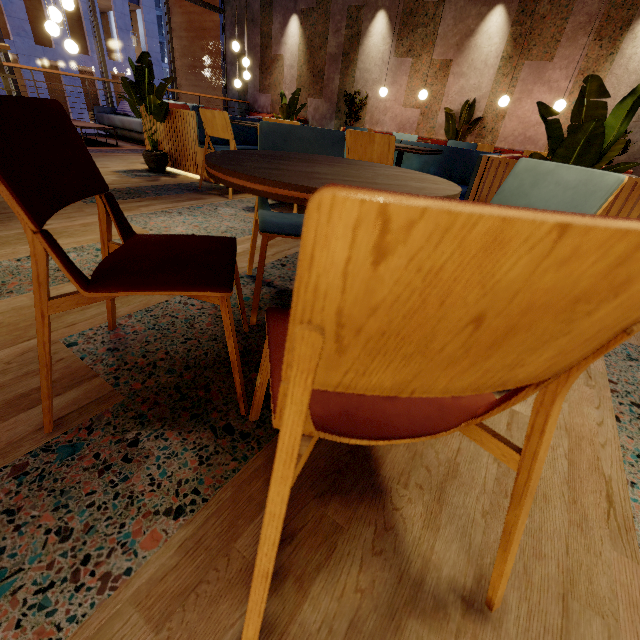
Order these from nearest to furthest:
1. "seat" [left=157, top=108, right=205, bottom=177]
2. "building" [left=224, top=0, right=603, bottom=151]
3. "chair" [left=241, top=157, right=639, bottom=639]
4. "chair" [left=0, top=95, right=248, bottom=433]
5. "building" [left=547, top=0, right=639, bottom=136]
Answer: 1. "chair" [left=241, top=157, right=639, bottom=639]
2. "chair" [left=0, top=95, right=248, bottom=433]
3. "seat" [left=157, top=108, right=205, bottom=177]
4. "building" [left=547, top=0, right=639, bottom=136]
5. "building" [left=224, top=0, right=603, bottom=151]

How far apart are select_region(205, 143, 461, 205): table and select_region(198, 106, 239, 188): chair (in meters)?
2.70

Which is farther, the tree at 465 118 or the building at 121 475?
the tree at 465 118

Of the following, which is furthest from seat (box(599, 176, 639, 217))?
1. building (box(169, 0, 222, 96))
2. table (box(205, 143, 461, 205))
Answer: building (box(169, 0, 222, 96))

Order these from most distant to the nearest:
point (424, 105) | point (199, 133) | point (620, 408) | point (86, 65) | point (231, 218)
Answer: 1. point (86, 65)
2. point (424, 105)
3. point (199, 133)
4. point (231, 218)
5. point (620, 408)

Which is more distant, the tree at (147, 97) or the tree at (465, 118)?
the tree at (465, 118)

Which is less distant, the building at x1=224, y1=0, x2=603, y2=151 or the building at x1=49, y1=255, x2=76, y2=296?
the building at x1=49, y1=255, x2=76, y2=296

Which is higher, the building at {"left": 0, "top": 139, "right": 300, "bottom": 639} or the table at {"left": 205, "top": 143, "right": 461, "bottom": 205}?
the table at {"left": 205, "top": 143, "right": 461, "bottom": 205}
